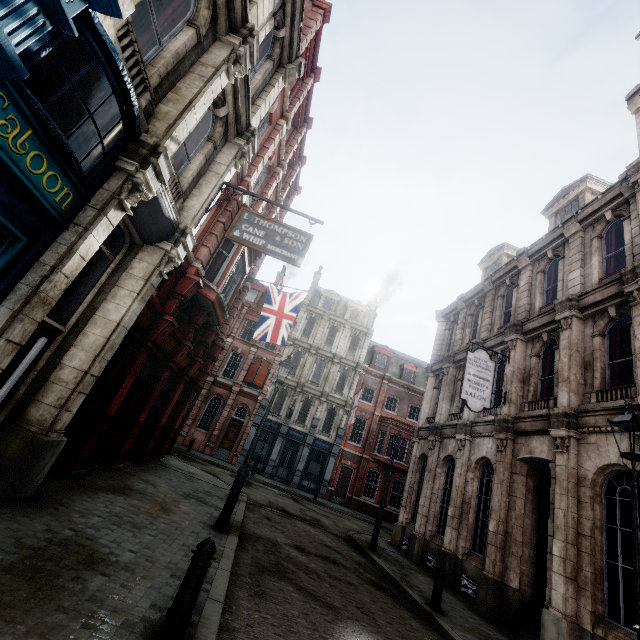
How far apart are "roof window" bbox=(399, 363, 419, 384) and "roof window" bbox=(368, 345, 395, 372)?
1.3m

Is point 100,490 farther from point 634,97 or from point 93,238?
point 634,97

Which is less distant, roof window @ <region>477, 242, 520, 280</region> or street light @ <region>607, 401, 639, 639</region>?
street light @ <region>607, 401, 639, 639</region>

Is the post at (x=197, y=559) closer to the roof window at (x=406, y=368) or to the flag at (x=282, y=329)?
the flag at (x=282, y=329)

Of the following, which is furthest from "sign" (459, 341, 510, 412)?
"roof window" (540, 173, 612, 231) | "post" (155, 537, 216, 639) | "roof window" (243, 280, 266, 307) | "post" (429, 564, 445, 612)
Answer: "roof window" (243, 280, 266, 307)

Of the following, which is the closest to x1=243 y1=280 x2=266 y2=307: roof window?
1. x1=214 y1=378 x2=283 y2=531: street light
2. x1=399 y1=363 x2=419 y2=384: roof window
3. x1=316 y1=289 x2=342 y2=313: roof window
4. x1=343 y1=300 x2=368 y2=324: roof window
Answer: x1=316 y1=289 x2=342 y2=313: roof window

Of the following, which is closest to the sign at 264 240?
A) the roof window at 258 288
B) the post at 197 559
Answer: the post at 197 559

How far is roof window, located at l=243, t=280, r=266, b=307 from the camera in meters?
33.9 m
